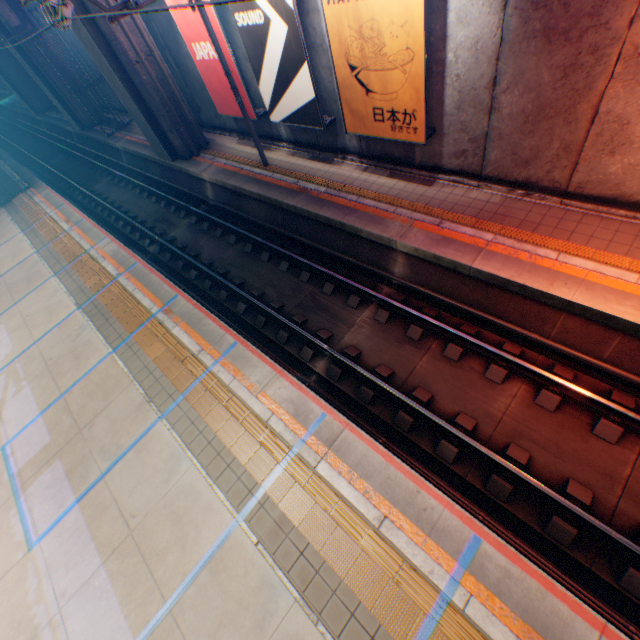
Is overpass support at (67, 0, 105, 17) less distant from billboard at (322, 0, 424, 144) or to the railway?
the railway

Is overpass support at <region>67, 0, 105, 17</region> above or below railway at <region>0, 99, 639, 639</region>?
above

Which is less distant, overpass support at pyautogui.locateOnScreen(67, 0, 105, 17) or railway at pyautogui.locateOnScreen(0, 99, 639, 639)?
railway at pyautogui.locateOnScreen(0, 99, 639, 639)

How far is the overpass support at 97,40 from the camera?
11.6m

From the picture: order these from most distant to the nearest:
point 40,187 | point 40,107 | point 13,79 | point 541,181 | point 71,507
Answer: point 40,107 < point 13,79 < point 40,187 < point 541,181 < point 71,507

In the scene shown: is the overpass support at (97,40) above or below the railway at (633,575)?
above

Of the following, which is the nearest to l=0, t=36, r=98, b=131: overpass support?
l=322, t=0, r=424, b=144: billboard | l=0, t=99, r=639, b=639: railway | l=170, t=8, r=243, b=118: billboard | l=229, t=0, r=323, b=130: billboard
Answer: l=0, t=99, r=639, b=639: railway
